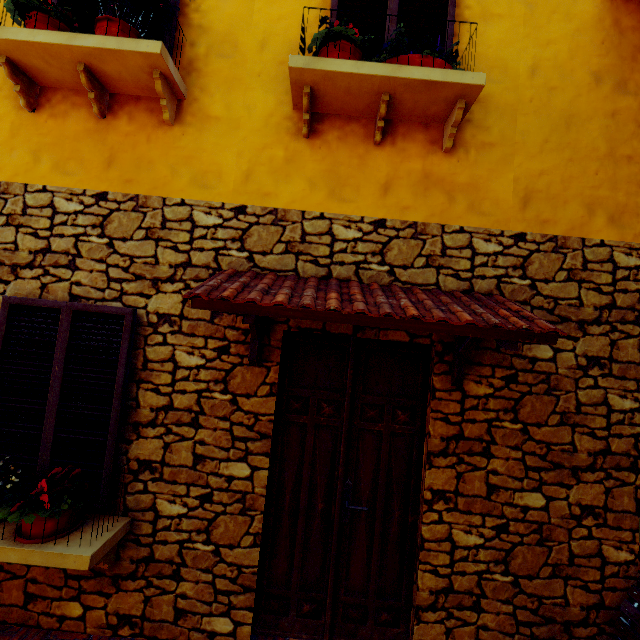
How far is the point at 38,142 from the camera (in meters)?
2.90

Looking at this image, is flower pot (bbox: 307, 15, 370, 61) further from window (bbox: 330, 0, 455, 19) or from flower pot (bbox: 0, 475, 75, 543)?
flower pot (bbox: 0, 475, 75, 543)

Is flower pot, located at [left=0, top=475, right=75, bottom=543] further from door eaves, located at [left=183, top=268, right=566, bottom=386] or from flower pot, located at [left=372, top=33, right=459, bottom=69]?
flower pot, located at [left=372, top=33, right=459, bottom=69]

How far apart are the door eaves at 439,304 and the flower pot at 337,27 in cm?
167

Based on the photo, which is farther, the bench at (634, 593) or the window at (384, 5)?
A: the window at (384, 5)

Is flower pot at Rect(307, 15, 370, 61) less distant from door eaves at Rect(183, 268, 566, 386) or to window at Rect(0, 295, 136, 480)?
door eaves at Rect(183, 268, 566, 386)

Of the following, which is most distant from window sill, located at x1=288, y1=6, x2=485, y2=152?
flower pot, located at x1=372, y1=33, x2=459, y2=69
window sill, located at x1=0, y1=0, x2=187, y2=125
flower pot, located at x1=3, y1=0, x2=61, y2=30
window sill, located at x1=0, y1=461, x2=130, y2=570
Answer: window sill, located at x1=0, y1=461, x2=130, y2=570

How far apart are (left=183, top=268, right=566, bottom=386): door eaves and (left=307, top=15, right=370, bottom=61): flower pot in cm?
167
